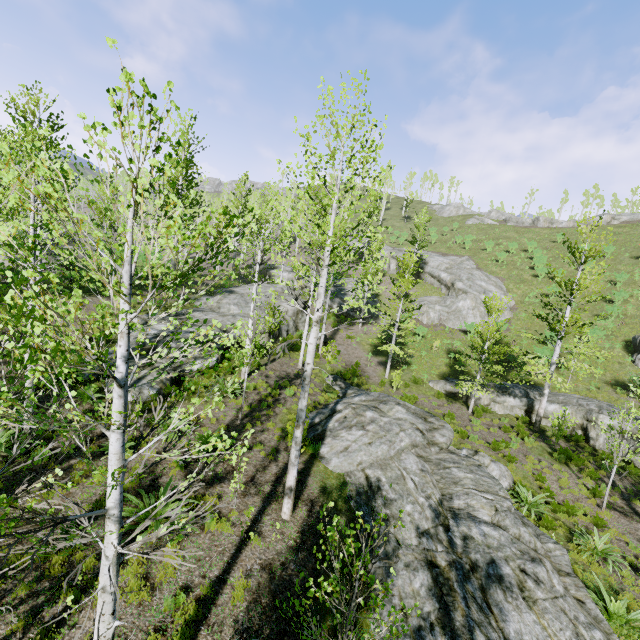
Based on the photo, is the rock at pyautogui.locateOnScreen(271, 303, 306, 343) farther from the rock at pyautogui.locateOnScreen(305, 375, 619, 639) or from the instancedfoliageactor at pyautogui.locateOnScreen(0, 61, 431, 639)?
the rock at pyautogui.locateOnScreen(305, 375, 619, 639)

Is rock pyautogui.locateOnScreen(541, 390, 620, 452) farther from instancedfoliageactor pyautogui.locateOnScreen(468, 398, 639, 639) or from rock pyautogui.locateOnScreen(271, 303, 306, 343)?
rock pyautogui.locateOnScreen(271, 303, 306, 343)

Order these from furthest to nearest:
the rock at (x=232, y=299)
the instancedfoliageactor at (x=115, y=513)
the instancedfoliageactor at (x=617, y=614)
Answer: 1. the rock at (x=232, y=299)
2. the instancedfoliageactor at (x=617, y=614)
3. the instancedfoliageactor at (x=115, y=513)

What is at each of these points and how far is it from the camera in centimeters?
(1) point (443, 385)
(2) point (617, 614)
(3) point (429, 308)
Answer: (1) rock, 2262cm
(2) instancedfoliageactor, 777cm
(3) rock, 3281cm

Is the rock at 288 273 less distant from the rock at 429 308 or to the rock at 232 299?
the rock at 429 308

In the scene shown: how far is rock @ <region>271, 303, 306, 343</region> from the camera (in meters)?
22.77

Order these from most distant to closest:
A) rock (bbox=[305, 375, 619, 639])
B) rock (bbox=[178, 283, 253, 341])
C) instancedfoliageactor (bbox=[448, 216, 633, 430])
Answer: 1. rock (bbox=[178, 283, 253, 341])
2. instancedfoliageactor (bbox=[448, 216, 633, 430])
3. rock (bbox=[305, 375, 619, 639])

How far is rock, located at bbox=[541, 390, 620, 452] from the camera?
16.6m
